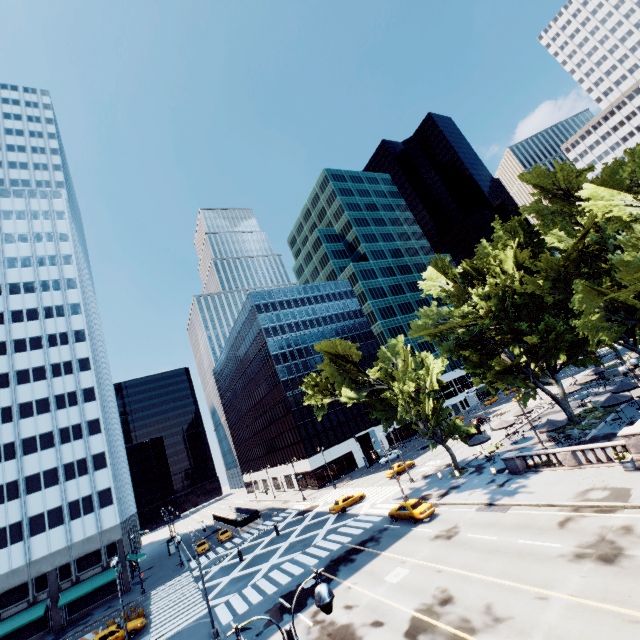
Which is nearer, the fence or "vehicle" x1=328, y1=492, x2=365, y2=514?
"vehicle" x1=328, y1=492, x2=365, y2=514

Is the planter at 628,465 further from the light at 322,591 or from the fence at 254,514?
the fence at 254,514

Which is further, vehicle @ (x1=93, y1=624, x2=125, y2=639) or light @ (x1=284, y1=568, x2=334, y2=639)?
vehicle @ (x1=93, y1=624, x2=125, y2=639)

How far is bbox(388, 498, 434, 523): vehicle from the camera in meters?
27.9

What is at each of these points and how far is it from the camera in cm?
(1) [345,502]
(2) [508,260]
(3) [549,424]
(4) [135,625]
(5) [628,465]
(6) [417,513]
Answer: (1) vehicle, 4138
(2) tree, 3584
(3) umbrella, 3109
(4) vehicle, 2969
(5) planter, 2178
(6) vehicle, 2803

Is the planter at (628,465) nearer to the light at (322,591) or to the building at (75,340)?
the light at (322,591)

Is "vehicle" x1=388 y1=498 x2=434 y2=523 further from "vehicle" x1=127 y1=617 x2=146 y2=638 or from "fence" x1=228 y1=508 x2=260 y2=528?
"fence" x1=228 y1=508 x2=260 y2=528

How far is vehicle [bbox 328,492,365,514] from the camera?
40.7m
